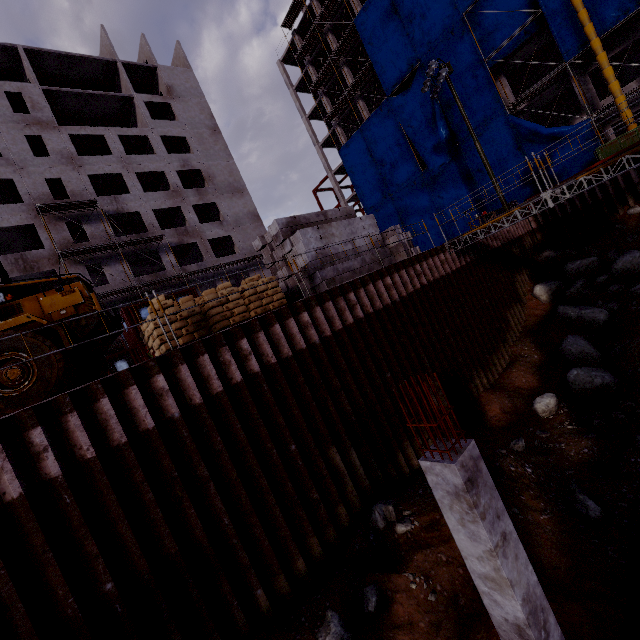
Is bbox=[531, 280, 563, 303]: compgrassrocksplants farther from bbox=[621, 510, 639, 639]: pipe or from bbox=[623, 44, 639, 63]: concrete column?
bbox=[623, 44, 639, 63]: concrete column

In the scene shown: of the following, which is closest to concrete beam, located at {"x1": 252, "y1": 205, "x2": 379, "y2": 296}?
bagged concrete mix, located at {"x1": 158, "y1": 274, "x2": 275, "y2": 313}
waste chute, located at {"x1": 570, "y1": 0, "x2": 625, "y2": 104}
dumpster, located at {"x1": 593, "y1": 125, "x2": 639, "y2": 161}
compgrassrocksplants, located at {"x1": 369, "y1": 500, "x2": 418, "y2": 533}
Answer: bagged concrete mix, located at {"x1": 158, "y1": 274, "x2": 275, "y2": 313}

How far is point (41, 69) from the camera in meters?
30.8 m

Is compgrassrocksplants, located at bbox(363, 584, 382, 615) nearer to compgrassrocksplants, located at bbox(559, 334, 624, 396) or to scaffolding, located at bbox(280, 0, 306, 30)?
compgrassrocksplants, located at bbox(559, 334, 624, 396)

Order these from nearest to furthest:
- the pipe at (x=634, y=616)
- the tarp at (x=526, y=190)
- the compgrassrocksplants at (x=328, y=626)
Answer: the pipe at (x=634, y=616)
the compgrassrocksplants at (x=328, y=626)
the tarp at (x=526, y=190)

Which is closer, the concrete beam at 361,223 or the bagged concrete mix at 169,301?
the bagged concrete mix at 169,301

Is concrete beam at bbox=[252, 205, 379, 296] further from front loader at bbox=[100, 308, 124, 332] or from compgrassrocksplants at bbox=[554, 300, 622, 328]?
compgrassrocksplants at bbox=[554, 300, 622, 328]

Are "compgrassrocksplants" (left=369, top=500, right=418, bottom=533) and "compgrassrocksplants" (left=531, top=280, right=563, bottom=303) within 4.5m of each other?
no
